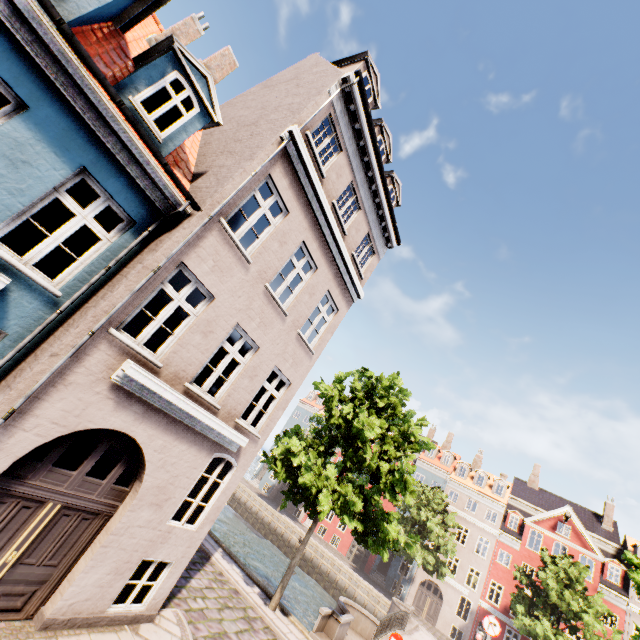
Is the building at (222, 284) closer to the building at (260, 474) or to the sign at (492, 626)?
the sign at (492, 626)

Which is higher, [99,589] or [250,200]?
[250,200]

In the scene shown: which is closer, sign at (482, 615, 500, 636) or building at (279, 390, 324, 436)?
sign at (482, 615, 500, 636)

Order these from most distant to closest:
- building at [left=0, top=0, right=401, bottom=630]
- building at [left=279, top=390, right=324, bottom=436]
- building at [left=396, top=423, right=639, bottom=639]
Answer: building at [left=279, top=390, right=324, bottom=436] < building at [left=396, top=423, right=639, bottom=639] < building at [left=0, top=0, right=401, bottom=630]

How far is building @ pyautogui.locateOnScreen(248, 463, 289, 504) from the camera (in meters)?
44.12

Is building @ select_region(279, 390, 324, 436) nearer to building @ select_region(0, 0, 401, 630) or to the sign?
the sign
